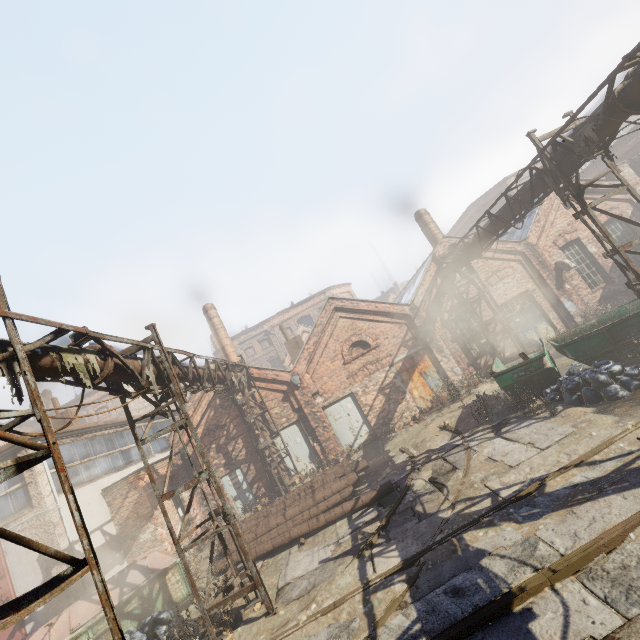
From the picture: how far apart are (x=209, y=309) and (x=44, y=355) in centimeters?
1932cm

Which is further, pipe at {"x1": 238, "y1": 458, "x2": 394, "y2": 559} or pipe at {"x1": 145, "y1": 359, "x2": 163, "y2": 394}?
pipe at {"x1": 238, "y1": 458, "x2": 394, "y2": 559}

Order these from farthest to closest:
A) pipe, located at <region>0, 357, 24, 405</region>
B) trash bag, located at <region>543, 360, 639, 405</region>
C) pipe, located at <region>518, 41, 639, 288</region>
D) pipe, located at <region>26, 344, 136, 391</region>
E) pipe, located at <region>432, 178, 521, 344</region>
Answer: pipe, located at <region>432, 178, 521, 344</region> → trash bag, located at <region>543, 360, 639, 405</region> → pipe, located at <region>518, 41, 639, 288</region> → pipe, located at <region>26, 344, 136, 391</region> → pipe, located at <region>0, 357, 24, 405</region>

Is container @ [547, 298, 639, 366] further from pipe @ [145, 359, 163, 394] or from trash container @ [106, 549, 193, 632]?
trash container @ [106, 549, 193, 632]

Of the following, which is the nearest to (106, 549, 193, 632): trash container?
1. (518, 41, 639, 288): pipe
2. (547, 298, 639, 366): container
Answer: (518, 41, 639, 288): pipe

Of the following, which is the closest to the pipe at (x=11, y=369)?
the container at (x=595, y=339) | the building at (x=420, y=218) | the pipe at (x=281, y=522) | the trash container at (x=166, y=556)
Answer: the container at (x=595, y=339)

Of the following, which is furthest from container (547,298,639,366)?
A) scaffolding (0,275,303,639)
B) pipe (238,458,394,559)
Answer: scaffolding (0,275,303,639)

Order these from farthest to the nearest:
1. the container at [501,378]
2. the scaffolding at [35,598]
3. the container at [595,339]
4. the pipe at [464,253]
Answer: the pipe at [464,253]
the container at [501,378]
the container at [595,339]
the scaffolding at [35,598]
